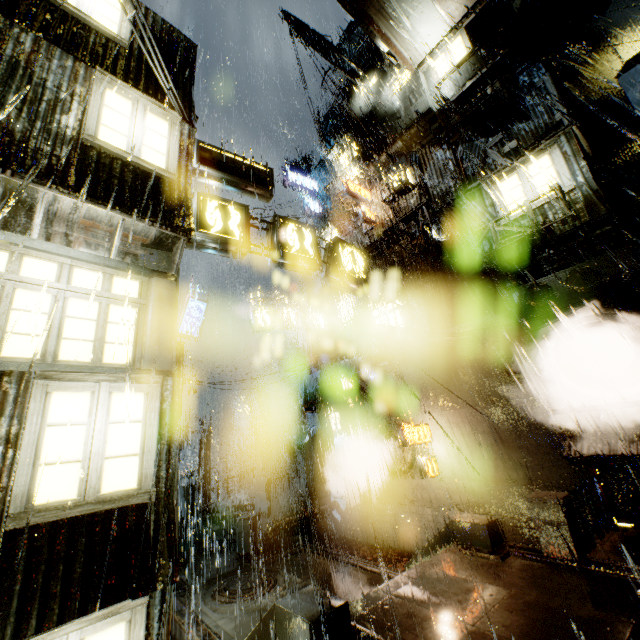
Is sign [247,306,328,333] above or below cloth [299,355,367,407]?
above

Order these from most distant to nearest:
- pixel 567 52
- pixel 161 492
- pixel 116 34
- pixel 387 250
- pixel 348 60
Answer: pixel 348 60 → pixel 387 250 → pixel 567 52 → pixel 116 34 → pixel 161 492

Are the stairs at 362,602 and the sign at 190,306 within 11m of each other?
no

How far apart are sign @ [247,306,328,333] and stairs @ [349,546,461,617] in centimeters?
1326cm

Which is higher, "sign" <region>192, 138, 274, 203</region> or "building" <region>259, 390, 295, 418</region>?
"sign" <region>192, 138, 274, 203</region>

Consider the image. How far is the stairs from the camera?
7.12m

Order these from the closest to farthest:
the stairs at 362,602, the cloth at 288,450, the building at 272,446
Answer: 1. the stairs at 362,602
2. the cloth at 288,450
3. the building at 272,446

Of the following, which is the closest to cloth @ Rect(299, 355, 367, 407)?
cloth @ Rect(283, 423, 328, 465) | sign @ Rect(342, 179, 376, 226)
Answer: cloth @ Rect(283, 423, 328, 465)
